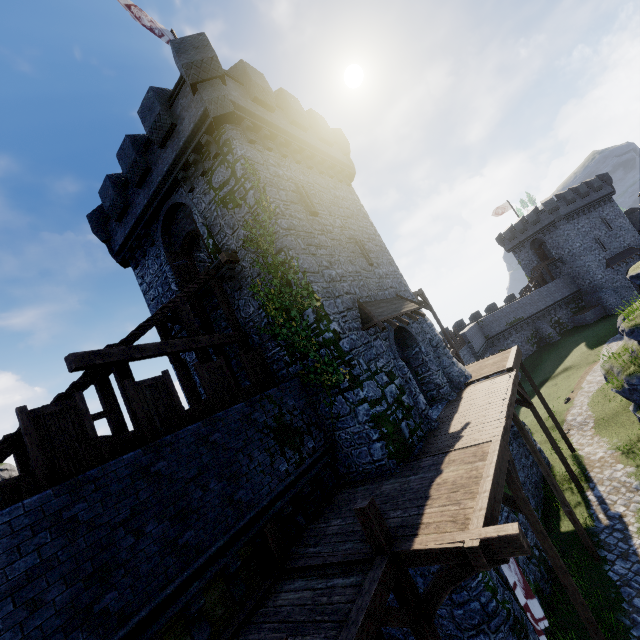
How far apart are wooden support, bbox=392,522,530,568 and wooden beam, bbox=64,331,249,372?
7.5 meters

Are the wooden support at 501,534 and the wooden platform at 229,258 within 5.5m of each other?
no

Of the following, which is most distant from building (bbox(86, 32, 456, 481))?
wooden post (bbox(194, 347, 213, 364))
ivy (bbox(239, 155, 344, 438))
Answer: wooden post (bbox(194, 347, 213, 364))

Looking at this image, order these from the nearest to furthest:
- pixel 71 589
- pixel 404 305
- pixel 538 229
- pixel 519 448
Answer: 1. pixel 71 589
2. pixel 404 305
3. pixel 519 448
4. pixel 538 229

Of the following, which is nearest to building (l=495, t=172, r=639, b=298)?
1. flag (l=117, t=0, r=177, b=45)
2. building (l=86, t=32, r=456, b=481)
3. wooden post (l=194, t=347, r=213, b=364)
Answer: building (l=86, t=32, r=456, b=481)

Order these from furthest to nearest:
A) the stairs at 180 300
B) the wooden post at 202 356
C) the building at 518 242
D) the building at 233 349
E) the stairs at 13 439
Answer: the building at 518 242 < the building at 233 349 < the wooden post at 202 356 < the stairs at 180 300 < the stairs at 13 439

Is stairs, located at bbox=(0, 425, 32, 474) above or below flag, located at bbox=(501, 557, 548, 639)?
above

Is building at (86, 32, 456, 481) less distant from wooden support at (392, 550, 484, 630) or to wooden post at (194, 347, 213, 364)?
wooden post at (194, 347, 213, 364)
